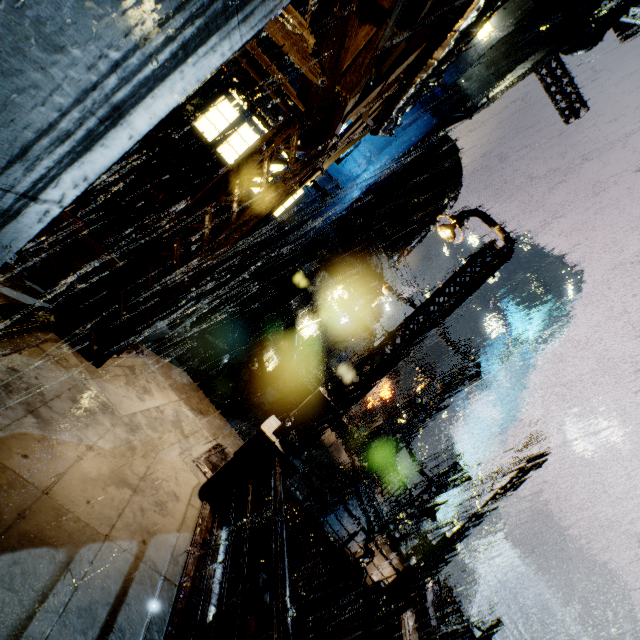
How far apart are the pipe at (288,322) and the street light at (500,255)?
13.1 meters

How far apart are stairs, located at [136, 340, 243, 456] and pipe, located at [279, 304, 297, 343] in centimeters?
973cm

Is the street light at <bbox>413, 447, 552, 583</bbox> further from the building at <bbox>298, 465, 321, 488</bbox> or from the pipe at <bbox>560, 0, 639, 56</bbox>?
the pipe at <bbox>560, 0, 639, 56</bbox>

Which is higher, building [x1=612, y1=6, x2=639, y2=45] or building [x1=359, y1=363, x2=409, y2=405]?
building [x1=612, y1=6, x2=639, y2=45]

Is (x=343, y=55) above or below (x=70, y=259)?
above

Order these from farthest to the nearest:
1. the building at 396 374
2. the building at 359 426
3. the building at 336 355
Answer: the building at 336 355
the building at 396 374
the building at 359 426

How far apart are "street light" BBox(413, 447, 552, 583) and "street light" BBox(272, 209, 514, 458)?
7.4 meters

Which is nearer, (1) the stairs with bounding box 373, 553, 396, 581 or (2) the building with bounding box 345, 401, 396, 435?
(1) the stairs with bounding box 373, 553, 396, 581
